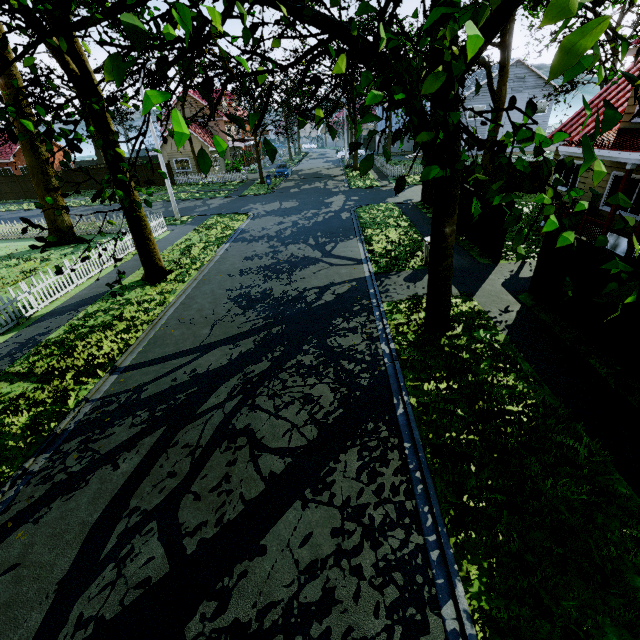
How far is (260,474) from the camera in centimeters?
536cm

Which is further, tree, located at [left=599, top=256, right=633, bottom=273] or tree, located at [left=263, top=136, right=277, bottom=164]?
tree, located at [left=263, top=136, right=277, bottom=164]

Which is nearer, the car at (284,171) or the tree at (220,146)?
the tree at (220,146)

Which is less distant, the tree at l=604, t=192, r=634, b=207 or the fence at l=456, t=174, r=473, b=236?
the tree at l=604, t=192, r=634, b=207

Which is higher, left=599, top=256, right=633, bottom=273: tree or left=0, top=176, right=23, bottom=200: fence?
left=599, top=256, right=633, bottom=273: tree

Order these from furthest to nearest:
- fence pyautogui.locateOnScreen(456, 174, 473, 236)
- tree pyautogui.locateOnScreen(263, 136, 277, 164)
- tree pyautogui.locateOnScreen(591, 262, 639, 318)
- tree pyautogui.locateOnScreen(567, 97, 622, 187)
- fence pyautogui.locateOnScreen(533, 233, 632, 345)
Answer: fence pyautogui.locateOnScreen(456, 174, 473, 236) → fence pyautogui.locateOnScreen(533, 233, 632, 345) → tree pyautogui.locateOnScreen(263, 136, 277, 164) → tree pyautogui.locateOnScreen(591, 262, 639, 318) → tree pyautogui.locateOnScreen(567, 97, 622, 187)

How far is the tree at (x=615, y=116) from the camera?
1.2m

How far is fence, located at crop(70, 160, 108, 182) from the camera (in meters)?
35.69
